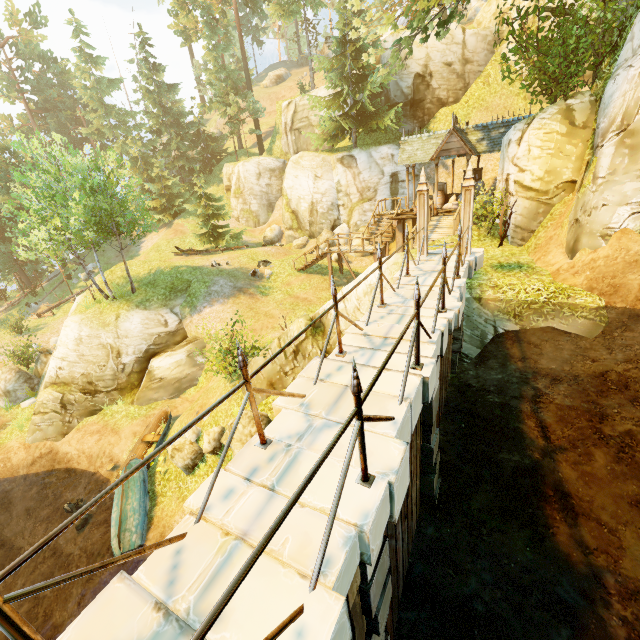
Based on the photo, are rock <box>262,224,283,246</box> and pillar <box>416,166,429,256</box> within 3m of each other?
no

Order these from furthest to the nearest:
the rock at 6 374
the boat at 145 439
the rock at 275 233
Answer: the rock at 275 233 < the rock at 6 374 < the boat at 145 439

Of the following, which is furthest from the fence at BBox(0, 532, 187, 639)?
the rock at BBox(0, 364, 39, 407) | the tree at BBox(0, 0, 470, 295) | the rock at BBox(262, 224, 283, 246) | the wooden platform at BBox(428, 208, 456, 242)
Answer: the rock at BBox(0, 364, 39, 407)

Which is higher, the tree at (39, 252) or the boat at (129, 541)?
the tree at (39, 252)

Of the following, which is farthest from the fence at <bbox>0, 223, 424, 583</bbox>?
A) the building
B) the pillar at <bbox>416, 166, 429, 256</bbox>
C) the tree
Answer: the building

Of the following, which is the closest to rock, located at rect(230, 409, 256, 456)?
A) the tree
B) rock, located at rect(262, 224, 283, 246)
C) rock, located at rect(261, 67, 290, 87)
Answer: the tree

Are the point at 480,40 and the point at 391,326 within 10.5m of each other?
no

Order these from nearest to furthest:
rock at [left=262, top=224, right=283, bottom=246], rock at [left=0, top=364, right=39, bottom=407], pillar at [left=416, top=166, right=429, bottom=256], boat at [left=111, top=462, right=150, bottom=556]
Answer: pillar at [left=416, top=166, right=429, bottom=256] < boat at [left=111, top=462, right=150, bottom=556] < rock at [left=0, top=364, right=39, bottom=407] < rock at [left=262, top=224, right=283, bottom=246]
